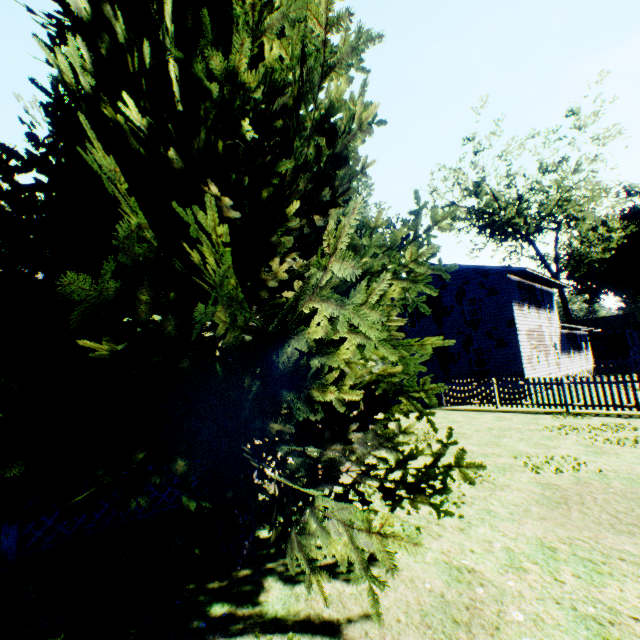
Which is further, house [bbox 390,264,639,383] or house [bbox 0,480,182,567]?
house [bbox 390,264,639,383]

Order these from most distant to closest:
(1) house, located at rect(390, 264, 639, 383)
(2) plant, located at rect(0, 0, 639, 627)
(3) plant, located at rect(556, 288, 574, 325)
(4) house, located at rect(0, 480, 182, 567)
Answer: (3) plant, located at rect(556, 288, 574, 325) → (1) house, located at rect(390, 264, 639, 383) → (4) house, located at rect(0, 480, 182, 567) → (2) plant, located at rect(0, 0, 639, 627)

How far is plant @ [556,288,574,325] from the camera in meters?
37.6

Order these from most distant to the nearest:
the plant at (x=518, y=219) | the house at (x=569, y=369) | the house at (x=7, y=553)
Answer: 1. the house at (x=569, y=369)
2. the house at (x=7, y=553)
3. the plant at (x=518, y=219)

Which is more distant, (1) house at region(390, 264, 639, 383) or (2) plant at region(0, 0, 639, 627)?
(1) house at region(390, 264, 639, 383)

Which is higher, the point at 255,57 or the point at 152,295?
the point at 255,57

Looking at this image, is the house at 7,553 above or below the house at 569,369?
below
